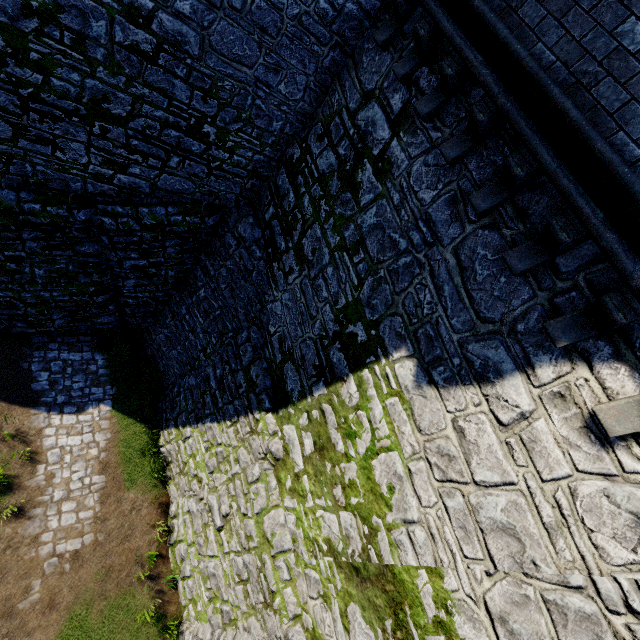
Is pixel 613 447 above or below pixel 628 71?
below
